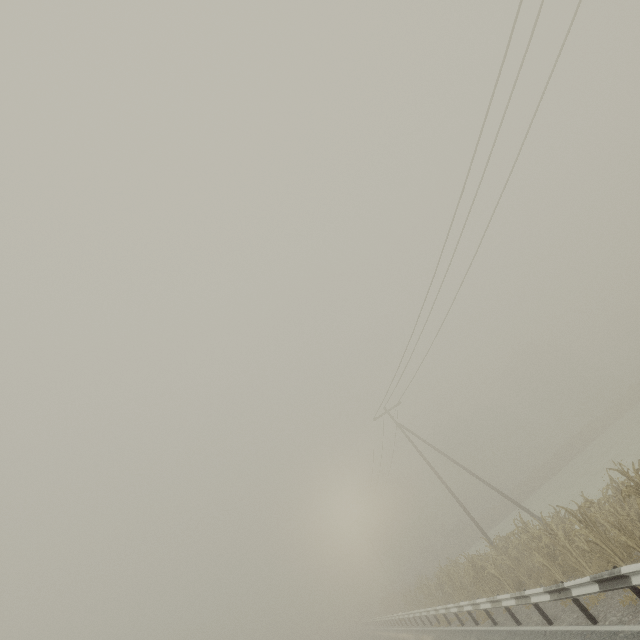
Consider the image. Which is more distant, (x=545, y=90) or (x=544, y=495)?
(x=544, y=495)

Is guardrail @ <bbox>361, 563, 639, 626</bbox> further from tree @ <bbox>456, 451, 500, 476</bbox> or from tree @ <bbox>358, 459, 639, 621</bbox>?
tree @ <bbox>456, 451, 500, 476</bbox>

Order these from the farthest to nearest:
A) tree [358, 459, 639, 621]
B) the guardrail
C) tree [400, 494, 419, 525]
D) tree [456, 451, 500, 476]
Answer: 1. tree [400, 494, 419, 525]
2. tree [456, 451, 500, 476]
3. tree [358, 459, 639, 621]
4. the guardrail

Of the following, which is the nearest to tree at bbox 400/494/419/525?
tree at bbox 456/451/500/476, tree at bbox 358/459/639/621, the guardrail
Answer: tree at bbox 456/451/500/476

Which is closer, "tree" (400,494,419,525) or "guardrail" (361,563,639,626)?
"guardrail" (361,563,639,626)

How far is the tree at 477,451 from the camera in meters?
56.7 m

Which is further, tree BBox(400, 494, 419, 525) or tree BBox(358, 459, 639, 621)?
tree BBox(400, 494, 419, 525)

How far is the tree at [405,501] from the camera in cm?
5818
